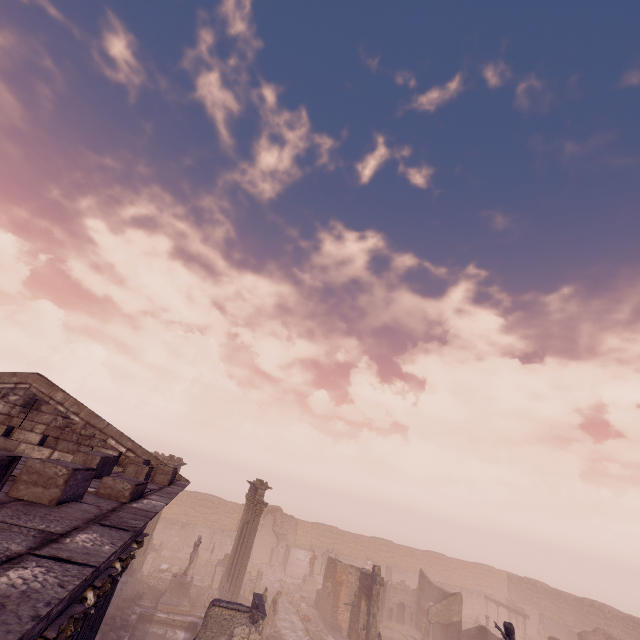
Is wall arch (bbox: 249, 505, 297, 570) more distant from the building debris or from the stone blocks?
the stone blocks

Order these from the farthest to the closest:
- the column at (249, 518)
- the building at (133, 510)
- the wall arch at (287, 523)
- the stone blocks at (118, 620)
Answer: the wall arch at (287, 523) → the column at (249, 518) → the stone blocks at (118, 620) → the building at (133, 510)

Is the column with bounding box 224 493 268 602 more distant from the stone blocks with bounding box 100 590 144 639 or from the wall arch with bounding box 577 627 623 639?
the wall arch with bounding box 577 627 623 639

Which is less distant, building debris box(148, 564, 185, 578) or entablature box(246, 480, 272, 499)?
entablature box(246, 480, 272, 499)

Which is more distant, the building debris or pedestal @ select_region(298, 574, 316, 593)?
pedestal @ select_region(298, 574, 316, 593)

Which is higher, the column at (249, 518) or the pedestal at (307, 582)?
the column at (249, 518)

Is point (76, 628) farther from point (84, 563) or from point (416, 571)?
point (416, 571)

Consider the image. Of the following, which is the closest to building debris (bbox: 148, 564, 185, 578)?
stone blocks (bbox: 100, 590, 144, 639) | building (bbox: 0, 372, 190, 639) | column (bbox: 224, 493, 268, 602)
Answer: column (bbox: 224, 493, 268, 602)
